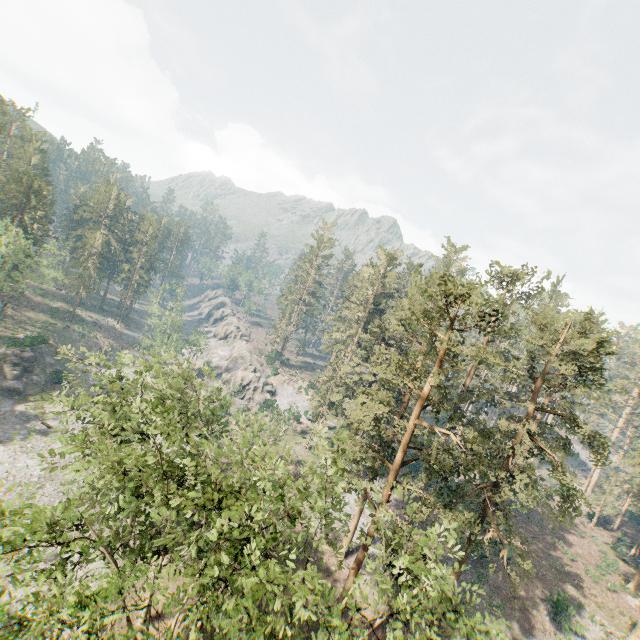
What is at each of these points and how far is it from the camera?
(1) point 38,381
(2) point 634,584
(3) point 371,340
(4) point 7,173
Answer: (1) rock, 49.8m
(2) foliage, 39.0m
(3) foliage, 53.0m
(4) foliage, 53.3m

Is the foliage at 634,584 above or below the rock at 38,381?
above

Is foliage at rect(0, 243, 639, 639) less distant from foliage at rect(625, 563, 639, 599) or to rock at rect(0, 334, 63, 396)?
foliage at rect(625, 563, 639, 599)

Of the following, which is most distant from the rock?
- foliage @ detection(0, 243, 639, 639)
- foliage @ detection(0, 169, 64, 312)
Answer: foliage @ detection(0, 243, 639, 639)

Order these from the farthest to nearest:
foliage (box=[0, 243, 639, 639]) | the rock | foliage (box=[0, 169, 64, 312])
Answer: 1. the rock
2. foliage (box=[0, 169, 64, 312])
3. foliage (box=[0, 243, 639, 639])

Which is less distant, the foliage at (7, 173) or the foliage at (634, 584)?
the foliage at (634, 584)
